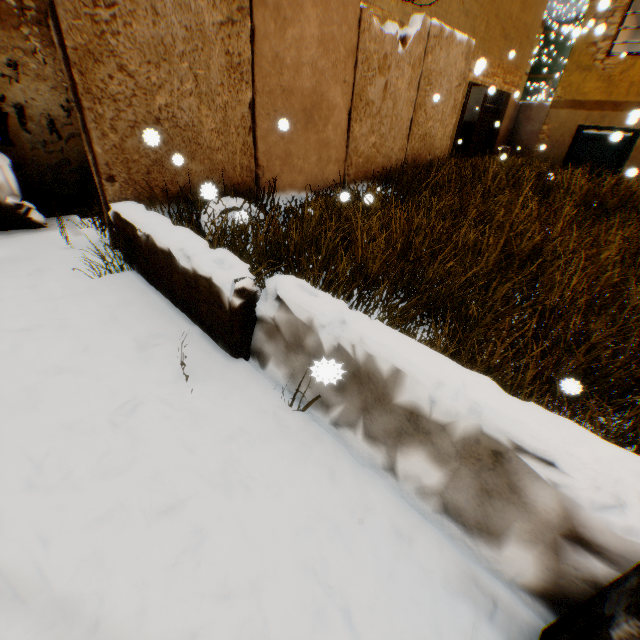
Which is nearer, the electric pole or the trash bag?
the electric pole

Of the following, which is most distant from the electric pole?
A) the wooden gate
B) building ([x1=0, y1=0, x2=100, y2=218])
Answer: the wooden gate

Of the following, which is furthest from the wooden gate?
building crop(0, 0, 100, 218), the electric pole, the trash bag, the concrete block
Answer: the trash bag

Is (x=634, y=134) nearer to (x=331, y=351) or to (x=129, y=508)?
(x=331, y=351)

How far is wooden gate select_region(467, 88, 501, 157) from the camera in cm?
1356

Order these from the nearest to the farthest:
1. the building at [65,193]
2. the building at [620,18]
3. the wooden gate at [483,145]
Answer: the building at [65,193], the building at [620,18], the wooden gate at [483,145]

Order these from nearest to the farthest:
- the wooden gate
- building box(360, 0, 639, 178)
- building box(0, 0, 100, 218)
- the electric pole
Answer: the electric pole < building box(0, 0, 100, 218) < building box(360, 0, 639, 178) < the wooden gate

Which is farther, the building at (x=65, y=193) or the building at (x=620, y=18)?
the building at (x=620, y=18)
